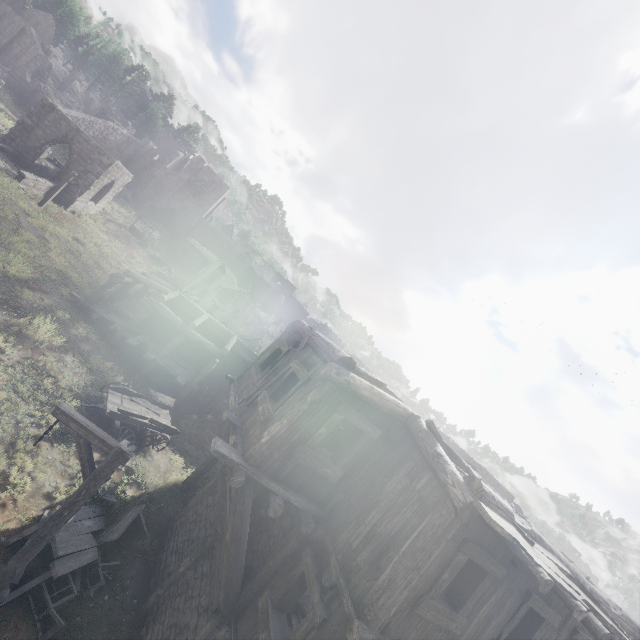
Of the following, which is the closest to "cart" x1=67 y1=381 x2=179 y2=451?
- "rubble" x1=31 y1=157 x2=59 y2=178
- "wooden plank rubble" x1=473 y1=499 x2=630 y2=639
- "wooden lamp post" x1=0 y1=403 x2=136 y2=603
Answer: "wooden lamp post" x1=0 y1=403 x2=136 y2=603

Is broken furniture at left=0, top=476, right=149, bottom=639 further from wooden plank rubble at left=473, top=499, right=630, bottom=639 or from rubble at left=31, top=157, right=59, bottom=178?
rubble at left=31, top=157, right=59, bottom=178

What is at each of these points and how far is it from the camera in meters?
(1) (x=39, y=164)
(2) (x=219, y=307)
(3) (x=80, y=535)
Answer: (1) rubble, 27.9
(2) wooden plank rubble, 21.7
(3) broken furniture, 8.5

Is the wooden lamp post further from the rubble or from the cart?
the rubble

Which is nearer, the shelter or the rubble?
the rubble

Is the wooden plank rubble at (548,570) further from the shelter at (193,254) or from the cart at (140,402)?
the shelter at (193,254)

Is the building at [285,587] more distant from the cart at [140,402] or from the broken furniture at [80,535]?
the cart at [140,402]

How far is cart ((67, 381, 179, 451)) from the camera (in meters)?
12.34
